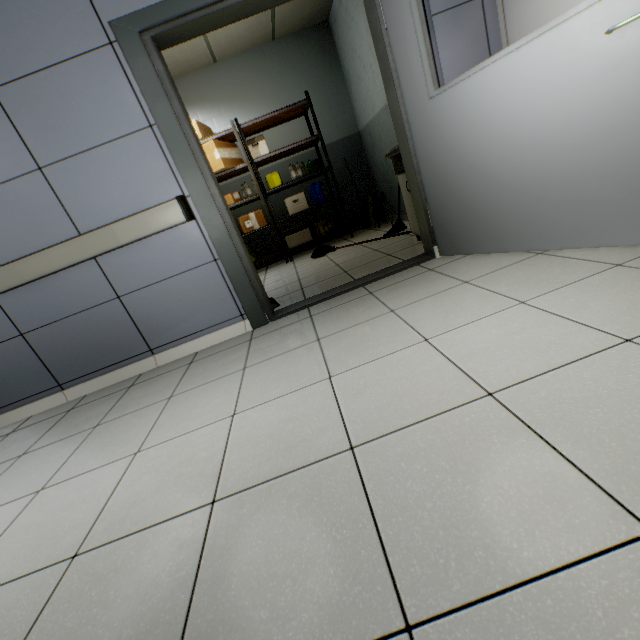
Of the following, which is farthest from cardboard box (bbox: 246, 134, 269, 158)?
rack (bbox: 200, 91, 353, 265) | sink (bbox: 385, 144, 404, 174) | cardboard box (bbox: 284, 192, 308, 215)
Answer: sink (bbox: 385, 144, 404, 174)

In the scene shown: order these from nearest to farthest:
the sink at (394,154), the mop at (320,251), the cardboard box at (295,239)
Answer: the sink at (394,154) < the mop at (320,251) < the cardboard box at (295,239)

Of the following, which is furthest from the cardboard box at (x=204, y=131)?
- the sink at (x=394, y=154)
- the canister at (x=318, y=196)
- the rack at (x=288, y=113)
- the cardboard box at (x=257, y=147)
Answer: the sink at (x=394, y=154)

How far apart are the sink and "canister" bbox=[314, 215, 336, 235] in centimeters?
225cm

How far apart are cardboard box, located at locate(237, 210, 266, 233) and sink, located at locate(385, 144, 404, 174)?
2.6 meters

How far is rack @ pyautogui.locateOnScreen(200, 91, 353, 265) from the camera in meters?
4.9

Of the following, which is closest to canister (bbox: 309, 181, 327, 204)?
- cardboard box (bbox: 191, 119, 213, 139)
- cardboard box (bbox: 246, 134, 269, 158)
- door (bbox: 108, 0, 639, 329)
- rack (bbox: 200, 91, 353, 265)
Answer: rack (bbox: 200, 91, 353, 265)

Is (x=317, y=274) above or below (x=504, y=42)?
below
